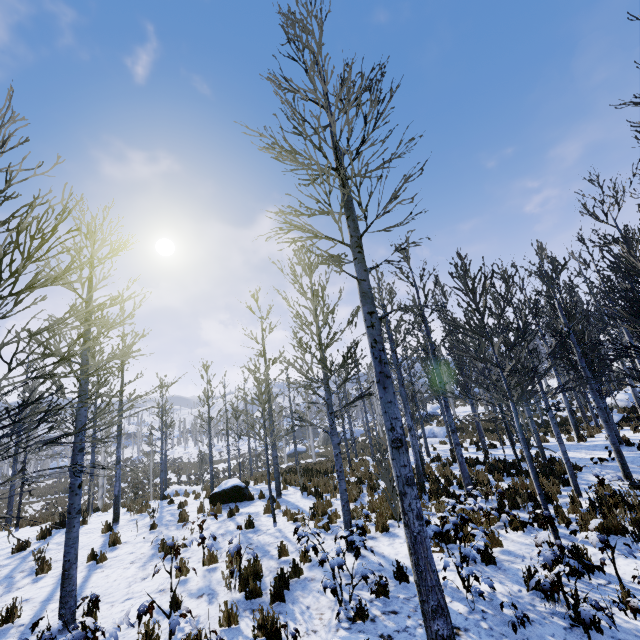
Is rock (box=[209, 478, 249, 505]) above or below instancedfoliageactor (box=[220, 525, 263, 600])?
above

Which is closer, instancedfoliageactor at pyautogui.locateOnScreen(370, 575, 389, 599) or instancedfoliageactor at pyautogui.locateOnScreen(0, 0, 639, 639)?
instancedfoliageactor at pyautogui.locateOnScreen(0, 0, 639, 639)

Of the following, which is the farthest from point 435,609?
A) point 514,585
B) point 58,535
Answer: point 58,535

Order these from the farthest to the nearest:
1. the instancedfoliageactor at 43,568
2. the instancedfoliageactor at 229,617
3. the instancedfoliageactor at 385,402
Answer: the instancedfoliageactor at 43,568 → the instancedfoliageactor at 229,617 → the instancedfoliageactor at 385,402

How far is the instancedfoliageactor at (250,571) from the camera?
5.8m

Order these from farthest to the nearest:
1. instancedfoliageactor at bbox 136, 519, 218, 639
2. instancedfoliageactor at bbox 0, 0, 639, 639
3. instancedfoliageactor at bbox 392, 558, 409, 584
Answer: instancedfoliageactor at bbox 392, 558, 409, 584
instancedfoliageactor at bbox 136, 519, 218, 639
instancedfoliageactor at bbox 0, 0, 639, 639
